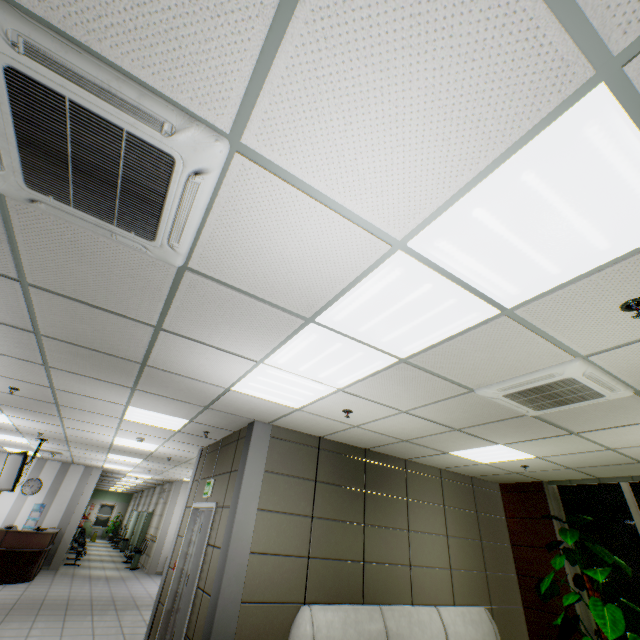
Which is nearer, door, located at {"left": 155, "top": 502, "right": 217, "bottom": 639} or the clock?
door, located at {"left": 155, "top": 502, "right": 217, "bottom": 639}

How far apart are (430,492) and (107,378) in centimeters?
600cm

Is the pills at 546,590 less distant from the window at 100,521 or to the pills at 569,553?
the pills at 569,553

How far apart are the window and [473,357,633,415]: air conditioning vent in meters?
33.1 m

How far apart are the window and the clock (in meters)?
18.28

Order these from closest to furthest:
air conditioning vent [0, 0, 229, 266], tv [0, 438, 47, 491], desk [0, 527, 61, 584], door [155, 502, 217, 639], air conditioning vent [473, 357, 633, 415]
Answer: air conditioning vent [0, 0, 229, 266], air conditioning vent [473, 357, 633, 415], door [155, 502, 217, 639], tv [0, 438, 47, 491], desk [0, 527, 61, 584]

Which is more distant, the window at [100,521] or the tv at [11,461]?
the window at [100,521]

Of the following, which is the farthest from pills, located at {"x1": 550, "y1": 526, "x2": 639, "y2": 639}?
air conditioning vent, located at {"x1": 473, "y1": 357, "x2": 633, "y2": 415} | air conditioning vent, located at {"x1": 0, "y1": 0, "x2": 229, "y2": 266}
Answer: air conditioning vent, located at {"x1": 0, "y1": 0, "x2": 229, "y2": 266}
